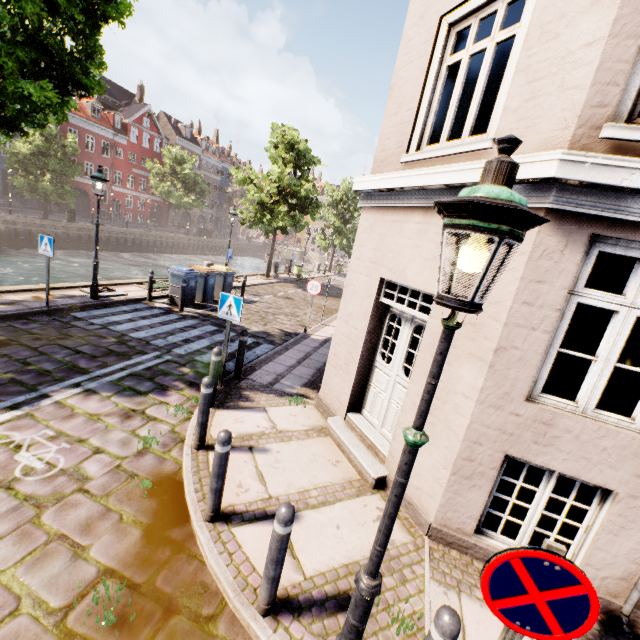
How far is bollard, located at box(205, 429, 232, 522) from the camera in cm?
336

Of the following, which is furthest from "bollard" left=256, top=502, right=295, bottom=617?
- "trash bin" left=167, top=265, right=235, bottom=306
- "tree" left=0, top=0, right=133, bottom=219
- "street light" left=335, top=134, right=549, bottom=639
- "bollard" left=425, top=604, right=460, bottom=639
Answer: "trash bin" left=167, top=265, right=235, bottom=306

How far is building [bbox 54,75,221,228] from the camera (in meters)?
38.03

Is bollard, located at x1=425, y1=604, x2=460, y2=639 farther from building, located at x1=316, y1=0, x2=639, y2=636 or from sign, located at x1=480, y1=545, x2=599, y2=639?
building, located at x1=316, y1=0, x2=639, y2=636

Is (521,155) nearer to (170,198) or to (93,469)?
(93,469)

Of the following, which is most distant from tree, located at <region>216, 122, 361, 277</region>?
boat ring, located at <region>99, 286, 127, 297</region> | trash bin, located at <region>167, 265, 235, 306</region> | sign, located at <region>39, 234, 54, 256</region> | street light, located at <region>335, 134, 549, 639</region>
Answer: street light, located at <region>335, 134, 549, 639</region>

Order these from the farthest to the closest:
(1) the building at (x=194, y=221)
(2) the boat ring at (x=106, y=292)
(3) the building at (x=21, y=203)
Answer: (1) the building at (x=194, y=221) → (3) the building at (x=21, y=203) → (2) the boat ring at (x=106, y=292)

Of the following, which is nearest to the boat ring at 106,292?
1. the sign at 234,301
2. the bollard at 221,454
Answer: the sign at 234,301
